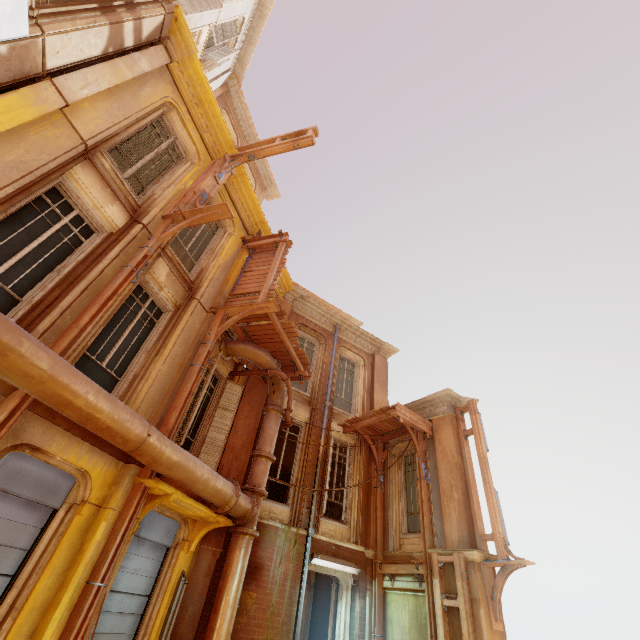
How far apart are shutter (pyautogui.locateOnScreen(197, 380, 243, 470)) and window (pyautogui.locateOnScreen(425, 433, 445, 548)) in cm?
618

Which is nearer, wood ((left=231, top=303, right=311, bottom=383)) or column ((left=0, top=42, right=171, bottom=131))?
column ((left=0, top=42, right=171, bottom=131))

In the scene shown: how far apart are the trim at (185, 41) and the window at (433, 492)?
13.1 meters

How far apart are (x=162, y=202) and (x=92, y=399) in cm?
505

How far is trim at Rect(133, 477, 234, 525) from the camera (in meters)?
5.81

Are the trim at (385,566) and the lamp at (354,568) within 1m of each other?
yes

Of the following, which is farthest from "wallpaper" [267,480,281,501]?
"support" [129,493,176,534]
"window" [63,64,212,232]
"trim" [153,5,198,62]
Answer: Answer: "trim" [153,5,198,62]

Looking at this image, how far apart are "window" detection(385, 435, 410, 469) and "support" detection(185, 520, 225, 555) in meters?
5.8
